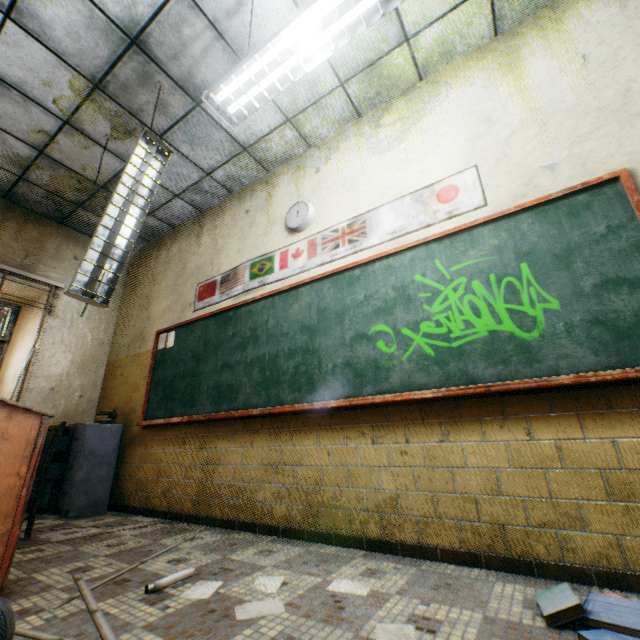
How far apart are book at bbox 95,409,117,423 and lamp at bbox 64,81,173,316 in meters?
2.4 m

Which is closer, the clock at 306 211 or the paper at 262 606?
the paper at 262 606

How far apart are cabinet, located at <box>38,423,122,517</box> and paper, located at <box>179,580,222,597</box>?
2.9 meters

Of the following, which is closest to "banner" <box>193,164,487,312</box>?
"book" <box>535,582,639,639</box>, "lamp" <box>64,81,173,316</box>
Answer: "lamp" <box>64,81,173,316</box>

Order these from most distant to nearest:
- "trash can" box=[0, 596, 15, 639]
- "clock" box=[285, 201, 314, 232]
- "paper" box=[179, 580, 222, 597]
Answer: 1. "clock" box=[285, 201, 314, 232]
2. "paper" box=[179, 580, 222, 597]
3. "trash can" box=[0, 596, 15, 639]

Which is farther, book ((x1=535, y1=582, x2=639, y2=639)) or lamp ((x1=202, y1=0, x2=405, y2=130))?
lamp ((x1=202, y1=0, x2=405, y2=130))

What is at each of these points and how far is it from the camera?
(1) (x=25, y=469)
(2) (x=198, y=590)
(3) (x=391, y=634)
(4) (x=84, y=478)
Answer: (1) podium, 1.8 meters
(2) paper, 1.6 meters
(3) paper, 1.2 meters
(4) cabinet, 3.7 meters

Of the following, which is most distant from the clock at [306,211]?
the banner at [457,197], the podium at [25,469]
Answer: the podium at [25,469]
